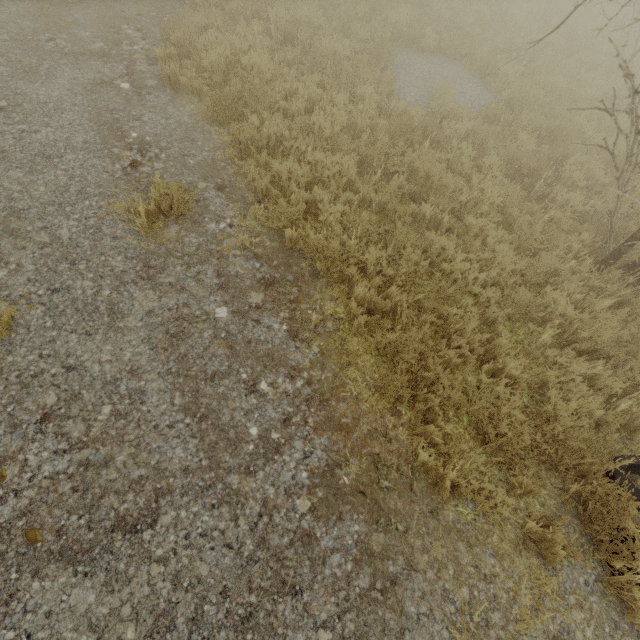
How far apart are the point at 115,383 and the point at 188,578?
1.9 meters

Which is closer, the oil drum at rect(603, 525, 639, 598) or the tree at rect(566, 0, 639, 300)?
the oil drum at rect(603, 525, 639, 598)

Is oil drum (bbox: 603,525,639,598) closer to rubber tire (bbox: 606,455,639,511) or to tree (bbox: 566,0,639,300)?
rubber tire (bbox: 606,455,639,511)

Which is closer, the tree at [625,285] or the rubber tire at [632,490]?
the rubber tire at [632,490]

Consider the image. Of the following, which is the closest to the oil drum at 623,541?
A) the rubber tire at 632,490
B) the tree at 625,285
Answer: the rubber tire at 632,490

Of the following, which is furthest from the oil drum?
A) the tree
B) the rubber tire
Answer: the tree
